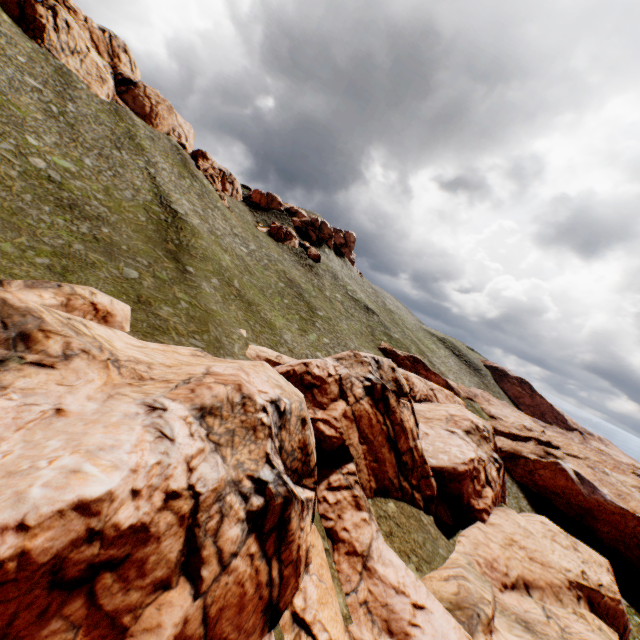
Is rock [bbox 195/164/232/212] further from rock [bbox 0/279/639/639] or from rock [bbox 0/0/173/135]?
rock [bbox 0/279/639/639]

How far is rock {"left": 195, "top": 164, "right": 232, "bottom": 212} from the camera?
56.88m

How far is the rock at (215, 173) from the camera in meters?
56.9

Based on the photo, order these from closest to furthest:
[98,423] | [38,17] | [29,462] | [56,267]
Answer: [29,462], [98,423], [56,267], [38,17]

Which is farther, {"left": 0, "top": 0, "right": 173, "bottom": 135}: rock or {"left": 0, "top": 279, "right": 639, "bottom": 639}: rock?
{"left": 0, "top": 0, "right": 173, "bottom": 135}: rock

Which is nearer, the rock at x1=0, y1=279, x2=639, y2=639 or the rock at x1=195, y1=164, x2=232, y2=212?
the rock at x1=0, y1=279, x2=639, y2=639

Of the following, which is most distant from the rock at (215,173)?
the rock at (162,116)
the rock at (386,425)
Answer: the rock at (386,425)
